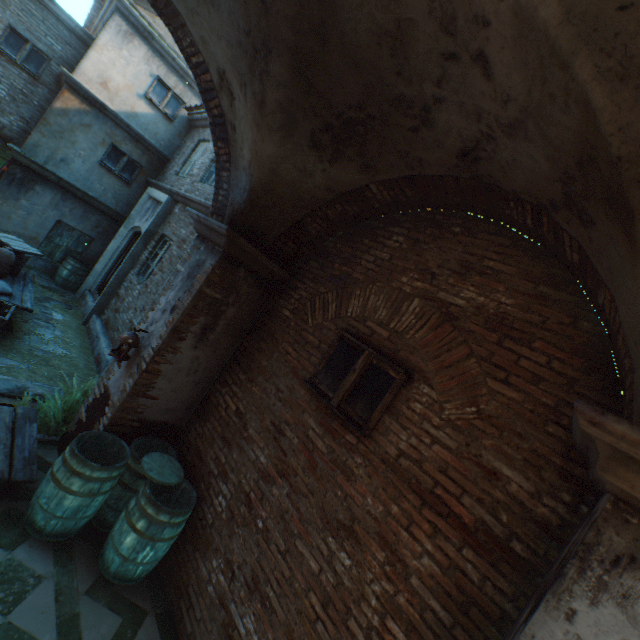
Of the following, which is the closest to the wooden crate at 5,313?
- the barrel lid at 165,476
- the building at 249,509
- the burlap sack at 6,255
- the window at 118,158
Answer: the burlap sack at 6,255

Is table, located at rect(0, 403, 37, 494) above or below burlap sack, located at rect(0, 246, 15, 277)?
below

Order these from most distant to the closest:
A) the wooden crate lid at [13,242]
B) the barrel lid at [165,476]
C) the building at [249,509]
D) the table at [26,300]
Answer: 1. the wooden crate lid at [13,242]
2. the table at [26,300]
3. the barrel lid at [165,476]
4. the building at [249,509]

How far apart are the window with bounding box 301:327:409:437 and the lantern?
2.34m

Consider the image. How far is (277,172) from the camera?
3.6 meters

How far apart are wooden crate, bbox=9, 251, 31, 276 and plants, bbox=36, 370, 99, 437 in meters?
3.6 m

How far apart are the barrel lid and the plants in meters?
1.3 m

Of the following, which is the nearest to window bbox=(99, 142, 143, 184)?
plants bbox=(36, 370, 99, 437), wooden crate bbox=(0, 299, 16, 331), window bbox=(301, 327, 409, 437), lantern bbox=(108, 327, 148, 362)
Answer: wooden crate bbox=(0, 299, 16, 331)
